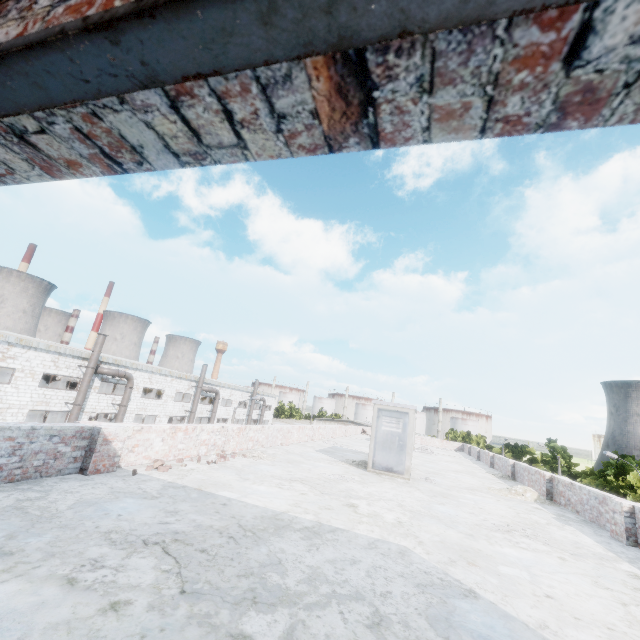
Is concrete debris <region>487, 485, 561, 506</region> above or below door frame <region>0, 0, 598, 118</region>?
below

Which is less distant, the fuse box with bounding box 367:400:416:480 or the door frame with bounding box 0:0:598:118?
the door frame with bounding box 0:0:598:118

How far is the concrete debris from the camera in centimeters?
1000cm

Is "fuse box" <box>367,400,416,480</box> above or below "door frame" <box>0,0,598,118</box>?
below

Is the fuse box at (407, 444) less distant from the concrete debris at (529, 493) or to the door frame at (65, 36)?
the concrete debris at (529, 493)

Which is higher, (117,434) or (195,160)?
(195,160)

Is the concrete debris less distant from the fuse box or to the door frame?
the fuse box
